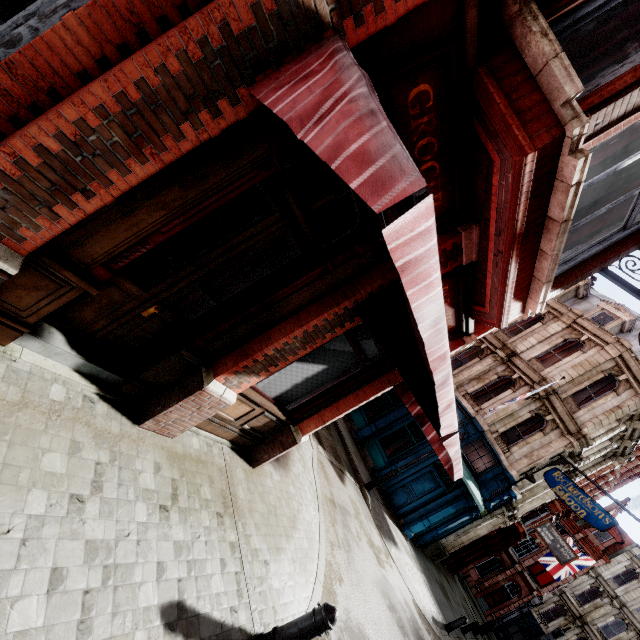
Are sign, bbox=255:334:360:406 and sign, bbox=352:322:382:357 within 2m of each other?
yes

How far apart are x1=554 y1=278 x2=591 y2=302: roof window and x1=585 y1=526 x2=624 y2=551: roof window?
32.23m

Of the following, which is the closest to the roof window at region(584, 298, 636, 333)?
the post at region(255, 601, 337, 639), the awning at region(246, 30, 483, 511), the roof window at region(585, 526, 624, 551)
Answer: the awning at region(246, 30, 483, 511)

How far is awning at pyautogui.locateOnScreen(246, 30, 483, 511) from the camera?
0.97m

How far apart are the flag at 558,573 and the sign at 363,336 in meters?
29.2 m

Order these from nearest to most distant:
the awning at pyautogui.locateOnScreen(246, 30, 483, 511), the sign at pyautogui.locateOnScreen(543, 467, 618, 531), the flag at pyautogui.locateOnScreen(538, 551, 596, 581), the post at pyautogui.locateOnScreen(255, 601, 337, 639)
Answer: the awning at pyautogui.locateOnScreen(246, 30, 483, 511), the post at pyautogui.locateOnScreen(255, 601, 337, 639), the sign at pyautogui.locateOnScreen(543, 467, 618, 531), the flag at pyautogui.locateOnScreen(538, 551, 596, 581)

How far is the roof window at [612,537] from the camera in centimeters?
3456cm

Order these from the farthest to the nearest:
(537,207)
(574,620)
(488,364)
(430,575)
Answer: (574,620), (488,364), (430,575), (537,207)
